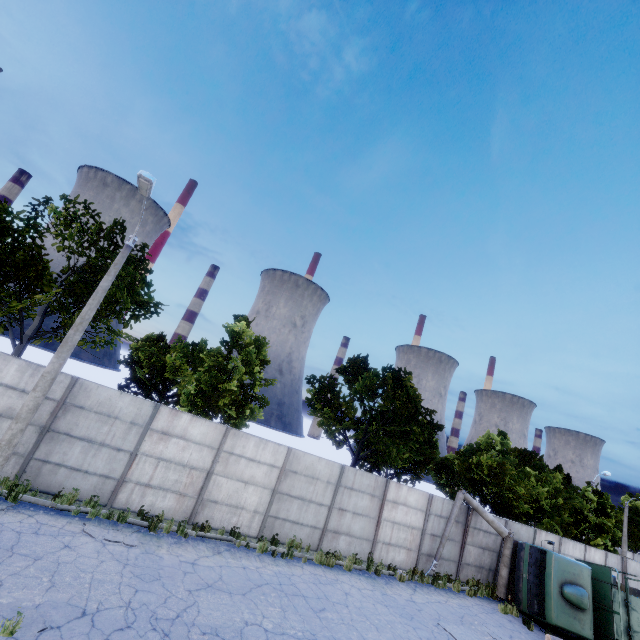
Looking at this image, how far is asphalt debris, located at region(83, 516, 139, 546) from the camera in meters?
9.3

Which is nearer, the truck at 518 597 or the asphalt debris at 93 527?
the asphalt debris at 93 527

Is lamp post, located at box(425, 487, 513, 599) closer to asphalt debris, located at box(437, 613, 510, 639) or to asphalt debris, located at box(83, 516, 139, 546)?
asphalt debris, located at box(437, 613, 510, 639)

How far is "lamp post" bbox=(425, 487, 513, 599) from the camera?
16.4m

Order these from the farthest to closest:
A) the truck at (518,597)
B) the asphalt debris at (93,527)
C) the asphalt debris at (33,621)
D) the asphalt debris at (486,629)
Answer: the truck at (518,597) → the asphalt debris at (486,629) → the asphalt debris at (93,527) → the asphalt debris at (33,621)

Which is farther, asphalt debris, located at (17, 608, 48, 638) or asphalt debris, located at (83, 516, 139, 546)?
asphalt debris, located at (83, 516, 139, 546)

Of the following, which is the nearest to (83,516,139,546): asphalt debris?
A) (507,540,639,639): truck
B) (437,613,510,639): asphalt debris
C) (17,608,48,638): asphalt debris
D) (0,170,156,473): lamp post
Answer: (0,170,156,473): lamp post

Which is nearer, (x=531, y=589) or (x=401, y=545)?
(x=531, y=589)
